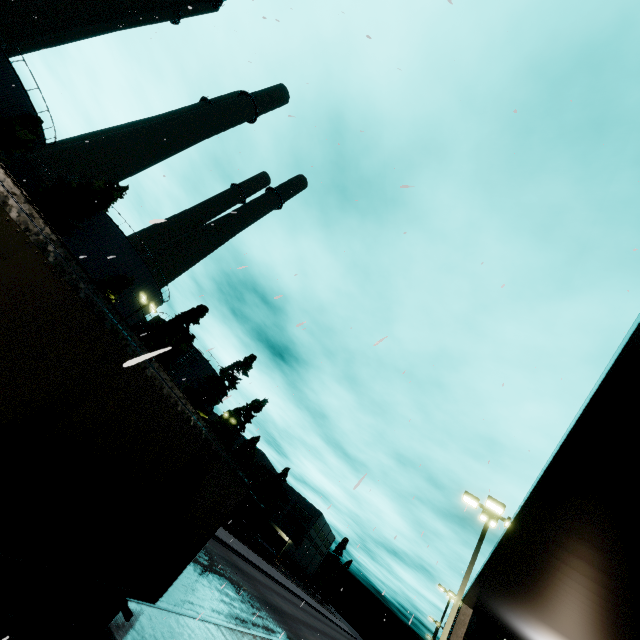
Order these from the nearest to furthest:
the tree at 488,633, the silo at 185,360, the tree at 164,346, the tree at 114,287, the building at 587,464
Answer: the building at 587,464 < the tree at 114,287 < the tree at 488,633 < the tree at 164,346 < the silo at 185,360

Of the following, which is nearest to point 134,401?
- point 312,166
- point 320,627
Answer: point 312,166

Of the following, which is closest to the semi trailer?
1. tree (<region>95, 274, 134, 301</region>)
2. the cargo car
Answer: tree (<region>95, 274, 134, 301</region>)

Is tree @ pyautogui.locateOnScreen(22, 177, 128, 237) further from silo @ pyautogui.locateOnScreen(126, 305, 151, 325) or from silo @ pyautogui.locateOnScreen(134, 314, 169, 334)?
silo @ pyautogui.locateOnScreen(134, 314, 169, 334)

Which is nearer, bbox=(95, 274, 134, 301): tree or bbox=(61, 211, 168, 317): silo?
bbox=(95, 274, 134, 301): tree

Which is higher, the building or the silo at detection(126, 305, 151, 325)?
the silo at detection(126, 305, 151, 325)

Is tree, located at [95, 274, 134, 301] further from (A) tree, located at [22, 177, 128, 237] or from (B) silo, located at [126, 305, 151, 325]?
(B) silo, located at [126, 305, 151, 325]

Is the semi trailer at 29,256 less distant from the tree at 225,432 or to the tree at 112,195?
the tree at 112,195
